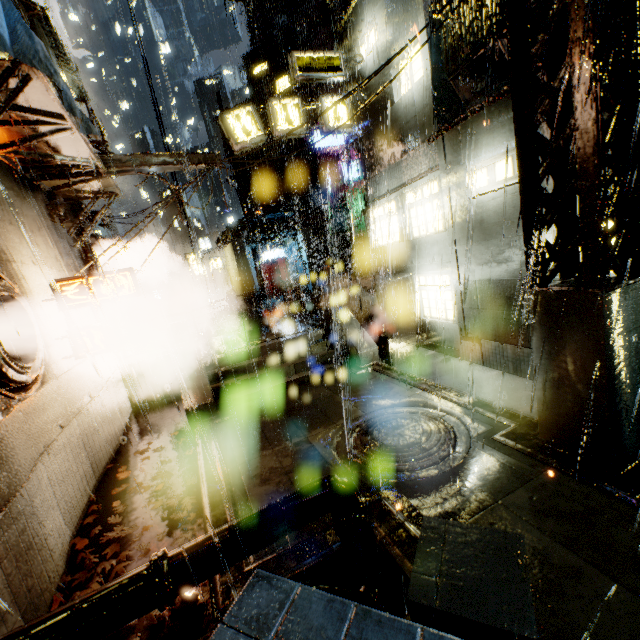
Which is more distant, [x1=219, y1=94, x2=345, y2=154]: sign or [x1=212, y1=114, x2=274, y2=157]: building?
[x1=212, y1=114, x2=274, y2=157]: building

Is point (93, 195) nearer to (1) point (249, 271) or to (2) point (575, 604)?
(2) point (575, 604)

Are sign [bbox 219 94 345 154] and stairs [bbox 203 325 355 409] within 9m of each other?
yes

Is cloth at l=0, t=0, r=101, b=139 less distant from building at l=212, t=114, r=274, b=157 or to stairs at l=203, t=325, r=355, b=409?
building at l=212, t=114, r=274, b=157

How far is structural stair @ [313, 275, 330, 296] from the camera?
21.6 meters

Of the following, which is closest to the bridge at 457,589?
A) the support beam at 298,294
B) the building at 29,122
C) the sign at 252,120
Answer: the building at 29,122

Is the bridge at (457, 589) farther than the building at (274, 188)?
No

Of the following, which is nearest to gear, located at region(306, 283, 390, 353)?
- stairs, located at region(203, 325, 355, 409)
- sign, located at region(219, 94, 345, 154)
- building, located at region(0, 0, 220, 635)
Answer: building, located at region(0, 0, 220, 635)
